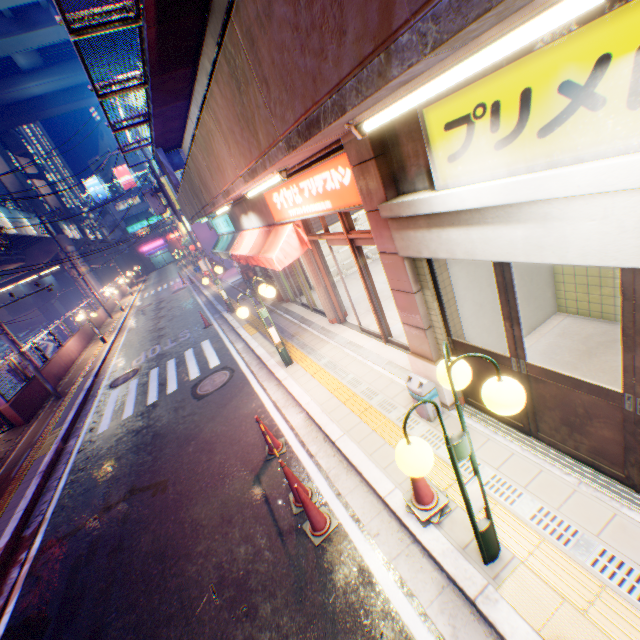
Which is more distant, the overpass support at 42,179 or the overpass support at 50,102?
the overpass support at 42,179

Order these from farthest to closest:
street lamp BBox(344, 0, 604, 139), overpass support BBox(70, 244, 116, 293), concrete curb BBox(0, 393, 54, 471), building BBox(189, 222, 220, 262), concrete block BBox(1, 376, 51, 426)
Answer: overpass support BBox(70, 244, 116, 293) < building BBox(189, 222, 220, 262) < concrete block BBox(1, 376, 51, 426) < concrete curb BBox(0, 393, 54, 471) < street lamp BBox(344, 0, 604, 139)

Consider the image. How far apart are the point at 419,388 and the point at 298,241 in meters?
4.2

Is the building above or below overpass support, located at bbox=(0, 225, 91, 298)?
below

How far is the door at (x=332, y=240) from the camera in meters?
6.3

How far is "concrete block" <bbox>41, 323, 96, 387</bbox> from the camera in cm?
1539

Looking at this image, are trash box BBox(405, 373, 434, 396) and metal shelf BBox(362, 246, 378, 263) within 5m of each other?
no

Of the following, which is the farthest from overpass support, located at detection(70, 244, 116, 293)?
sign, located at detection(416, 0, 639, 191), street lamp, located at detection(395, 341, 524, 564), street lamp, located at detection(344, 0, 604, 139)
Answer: sign, located at detection(416, 0, 639, 191)
